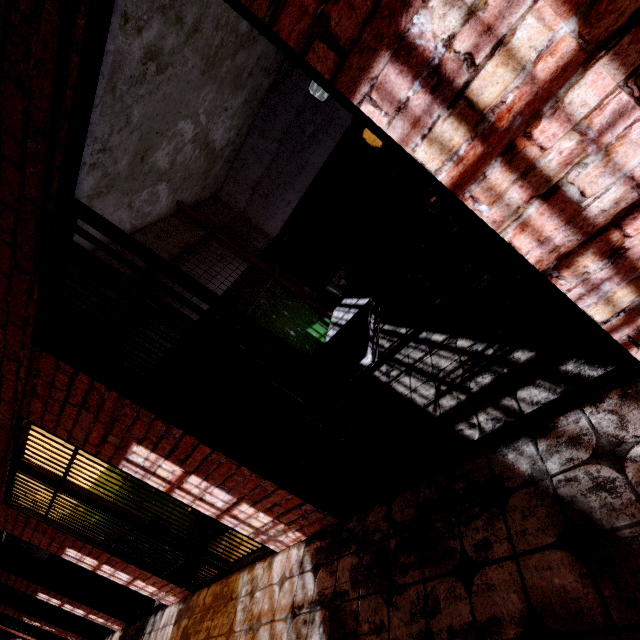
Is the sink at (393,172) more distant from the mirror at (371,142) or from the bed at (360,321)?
the bed at (360,321)

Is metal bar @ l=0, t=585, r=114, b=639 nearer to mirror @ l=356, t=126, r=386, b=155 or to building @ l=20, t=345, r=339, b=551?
building @ l=20, t=345, r=339, b=551

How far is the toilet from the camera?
4.7m

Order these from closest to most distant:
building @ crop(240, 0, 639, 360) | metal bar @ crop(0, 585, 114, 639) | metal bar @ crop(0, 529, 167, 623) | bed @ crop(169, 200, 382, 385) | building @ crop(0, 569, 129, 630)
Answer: building @ crop(240, 0, 639, 360), bed @ crop(169, 200, 382, 385), metal bar @ crop(0, 529, 167, 623), building @ crop(0, 569, 129, 630), metal bar @ crop(0, 585, 114, 639)

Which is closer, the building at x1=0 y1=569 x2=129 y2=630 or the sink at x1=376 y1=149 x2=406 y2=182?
the sink at x1=376 y1=149 x2=406 y2=182

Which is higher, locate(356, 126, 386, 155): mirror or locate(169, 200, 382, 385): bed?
locate(356, 126, 386, 155): mirror

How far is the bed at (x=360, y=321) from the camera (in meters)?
2.59

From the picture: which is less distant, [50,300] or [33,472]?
[50,300]
